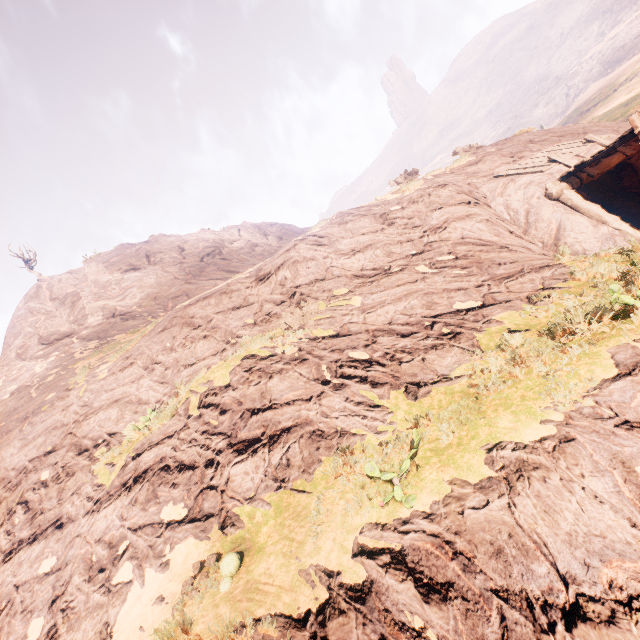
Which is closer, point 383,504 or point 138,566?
point 383,504
